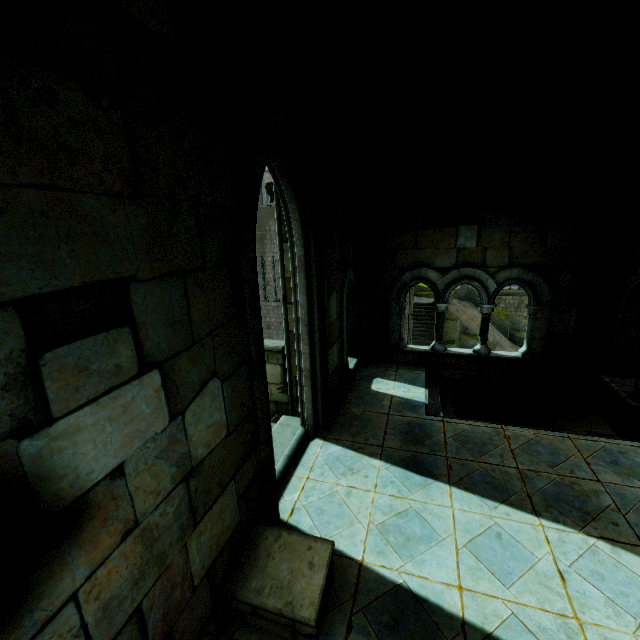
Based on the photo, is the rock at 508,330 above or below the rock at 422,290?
below

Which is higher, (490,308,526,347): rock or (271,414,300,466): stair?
(271,414,300,466): stair

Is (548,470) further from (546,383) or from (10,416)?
(10,416)

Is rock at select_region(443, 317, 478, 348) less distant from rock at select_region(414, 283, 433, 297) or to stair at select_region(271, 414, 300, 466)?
rock at select_region(414, 283, 433, 297)

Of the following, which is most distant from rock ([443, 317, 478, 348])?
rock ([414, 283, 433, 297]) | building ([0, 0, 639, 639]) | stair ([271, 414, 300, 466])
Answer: stair ([271, 414, 300, 466])

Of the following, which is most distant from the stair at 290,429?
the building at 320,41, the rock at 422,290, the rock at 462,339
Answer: the rock at 422,290

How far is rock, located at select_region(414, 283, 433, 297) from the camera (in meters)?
28.47
